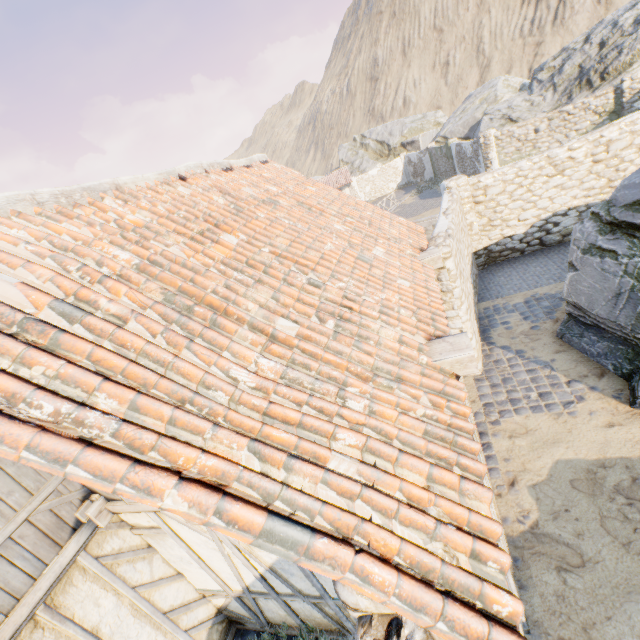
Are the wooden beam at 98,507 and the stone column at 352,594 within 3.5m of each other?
yes

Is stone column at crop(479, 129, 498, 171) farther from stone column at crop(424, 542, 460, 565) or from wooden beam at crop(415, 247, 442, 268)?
stone column at crop(424, 542, 460, 565)

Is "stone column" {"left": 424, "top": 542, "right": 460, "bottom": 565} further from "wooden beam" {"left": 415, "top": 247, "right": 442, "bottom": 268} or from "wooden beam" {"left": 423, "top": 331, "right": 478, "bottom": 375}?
"wooden beam" {"left": 415, "top": 247, "right": 442, "bottom": 268}

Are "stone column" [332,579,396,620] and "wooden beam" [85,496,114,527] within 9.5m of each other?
yes

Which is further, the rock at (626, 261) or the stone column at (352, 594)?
the rock at (626, 261)

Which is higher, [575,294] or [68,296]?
[68,296]

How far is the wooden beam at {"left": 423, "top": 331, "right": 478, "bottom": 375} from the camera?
3.1m

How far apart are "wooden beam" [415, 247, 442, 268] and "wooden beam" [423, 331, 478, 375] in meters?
2.6 m
